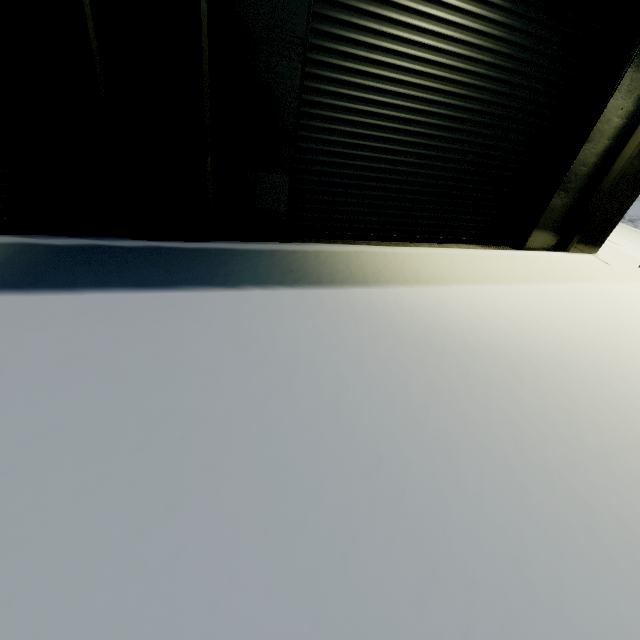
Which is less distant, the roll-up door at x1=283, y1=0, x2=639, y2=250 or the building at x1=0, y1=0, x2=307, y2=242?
the building at x1=0, y1=0, x2=307, y2=242

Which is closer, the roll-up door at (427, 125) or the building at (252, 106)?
the building at (252, 106)

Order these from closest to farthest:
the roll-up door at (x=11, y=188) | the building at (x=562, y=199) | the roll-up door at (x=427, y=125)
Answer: the roll-up door at (x=11, y=188)
the roll-up door at (x=427, y=125)
the building at (x=562, y=199)

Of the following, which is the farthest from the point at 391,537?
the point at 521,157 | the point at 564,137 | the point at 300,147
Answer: the point at 564,137

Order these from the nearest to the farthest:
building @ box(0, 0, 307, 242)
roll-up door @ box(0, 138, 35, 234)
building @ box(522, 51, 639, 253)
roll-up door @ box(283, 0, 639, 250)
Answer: building @ box(0, 0, 307, 242)
roll-up door @ box(0, 138, 35, 234)
roll-up door @ box(283, 0, 639, 250)
building @ box(522, 51, 639, 253)
